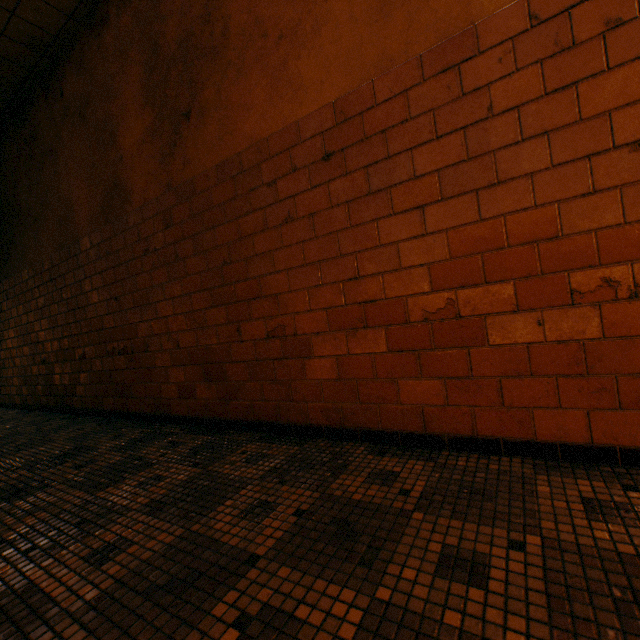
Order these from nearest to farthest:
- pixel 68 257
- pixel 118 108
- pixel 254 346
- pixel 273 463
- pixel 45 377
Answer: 1. pixel 273 463
2. pixel 254 346
3. pixel 118 108
4. pixel 68 257
5. pixel 45 377
